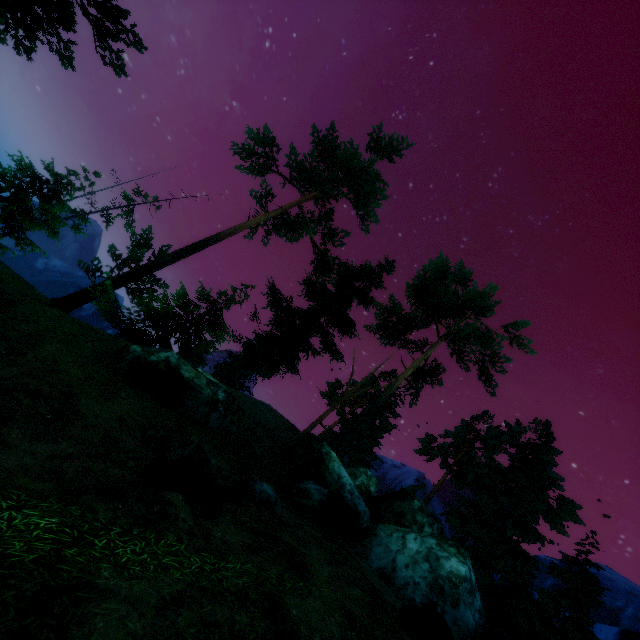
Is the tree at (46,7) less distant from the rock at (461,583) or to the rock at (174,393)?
the rock at (461,583)

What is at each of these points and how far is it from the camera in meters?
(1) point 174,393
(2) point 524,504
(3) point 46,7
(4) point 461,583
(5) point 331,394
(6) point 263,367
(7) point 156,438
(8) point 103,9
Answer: (1) rock, 12.5
(2) tree, 24.8
(3) tree, 8.6
(4) rock, 10.9
(5) tree, 39.2
(6) tree, 33.3
(7) rock, 8.0
(8) tree, 9.9

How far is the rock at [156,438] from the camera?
5.8m

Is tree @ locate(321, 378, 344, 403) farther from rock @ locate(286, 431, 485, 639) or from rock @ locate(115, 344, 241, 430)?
rock @ locate(115, 344, 241, 430)

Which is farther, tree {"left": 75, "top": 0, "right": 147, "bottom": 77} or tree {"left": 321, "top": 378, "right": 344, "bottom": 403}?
tree {"left": 321, "top": 378, "right": 344, "bottom": 403}

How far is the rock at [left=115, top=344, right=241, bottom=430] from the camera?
12.3m

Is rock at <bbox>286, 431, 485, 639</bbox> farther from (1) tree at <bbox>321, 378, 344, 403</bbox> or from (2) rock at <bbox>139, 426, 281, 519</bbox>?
(2) rock at <bbox>139, 426, 281, 519</bbox>

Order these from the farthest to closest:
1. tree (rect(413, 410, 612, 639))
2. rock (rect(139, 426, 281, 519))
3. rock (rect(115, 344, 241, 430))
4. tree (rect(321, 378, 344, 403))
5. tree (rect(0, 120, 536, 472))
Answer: tree (rect(321, 378, 344, 403)) < tree (rect(0, 120, 536, 472)) < tree (rect(413, 410, 612, 639)) < rock (rect(115, 344, 241, 430)) < rock (rect(139, 426, 281, 519))
